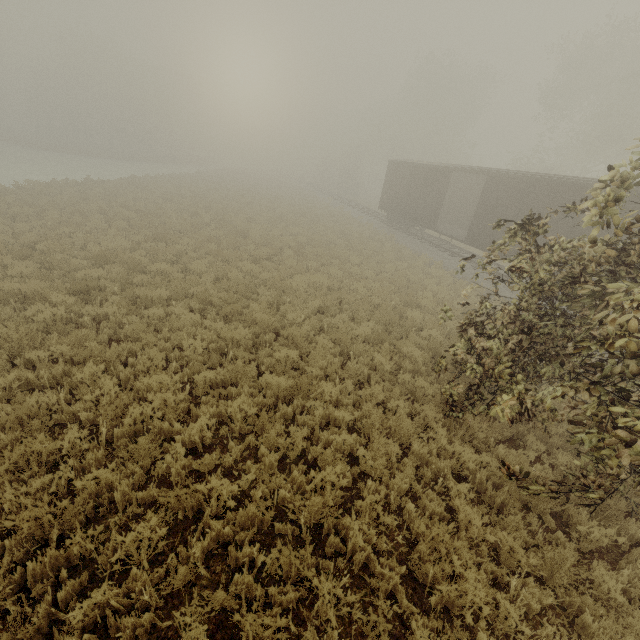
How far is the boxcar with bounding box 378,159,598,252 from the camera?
12.9m

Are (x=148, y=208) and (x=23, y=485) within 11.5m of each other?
no

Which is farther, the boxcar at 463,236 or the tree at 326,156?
the tree at 326,156

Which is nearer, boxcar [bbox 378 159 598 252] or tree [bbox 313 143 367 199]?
boxcar [bbox 378 159 598 252]

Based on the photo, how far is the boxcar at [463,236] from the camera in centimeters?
1295cm

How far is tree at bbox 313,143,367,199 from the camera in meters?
47.1 m
